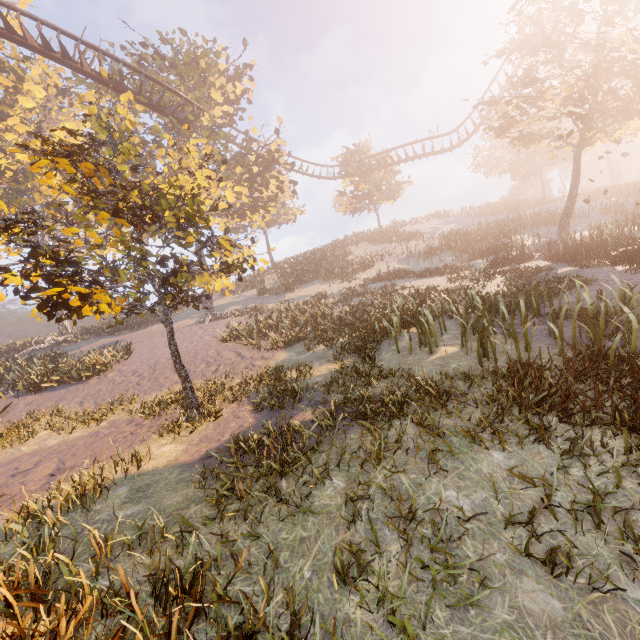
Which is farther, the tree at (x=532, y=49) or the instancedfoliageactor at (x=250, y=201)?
the tree at (x=532, y=49)

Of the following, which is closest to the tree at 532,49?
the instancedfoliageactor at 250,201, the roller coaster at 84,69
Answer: the roller coaster at 84,69

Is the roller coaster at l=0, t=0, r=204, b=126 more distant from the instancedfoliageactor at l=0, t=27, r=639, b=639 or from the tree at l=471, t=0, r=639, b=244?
the tree at l=471, t=0, r=639, b=244

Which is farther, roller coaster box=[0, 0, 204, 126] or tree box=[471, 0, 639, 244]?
roller coaster box=[0, 0, 204, 126]

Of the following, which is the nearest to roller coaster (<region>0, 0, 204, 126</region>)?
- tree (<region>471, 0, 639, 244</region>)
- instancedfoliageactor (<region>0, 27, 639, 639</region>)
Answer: instancedfoliageactor (<region>0, 27, 639, 639</region>)

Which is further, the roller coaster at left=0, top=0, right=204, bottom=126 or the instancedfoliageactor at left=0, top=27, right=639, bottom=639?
the roller coaster at left=0, top=0, right=204, bottom=126

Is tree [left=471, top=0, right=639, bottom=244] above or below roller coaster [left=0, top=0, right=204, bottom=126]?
below

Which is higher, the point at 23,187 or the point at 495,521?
the point at 23,187
